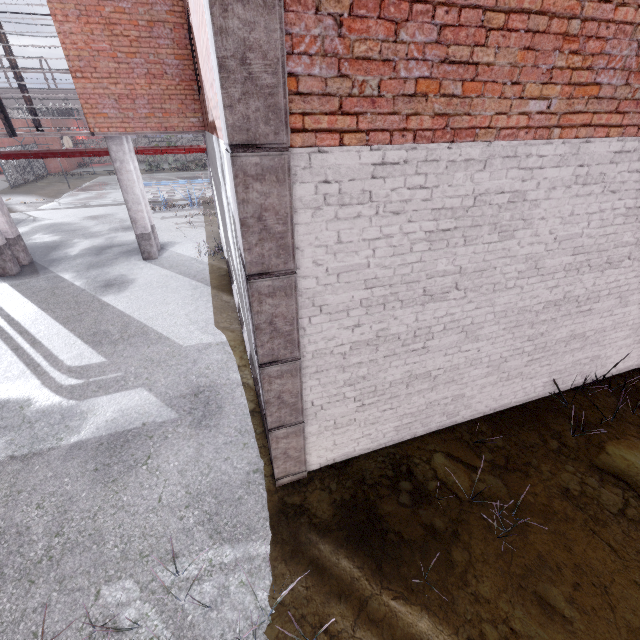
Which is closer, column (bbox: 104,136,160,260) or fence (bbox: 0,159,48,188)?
column (bbox: 104,136,160,260)

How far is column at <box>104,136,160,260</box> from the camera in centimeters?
1000cm

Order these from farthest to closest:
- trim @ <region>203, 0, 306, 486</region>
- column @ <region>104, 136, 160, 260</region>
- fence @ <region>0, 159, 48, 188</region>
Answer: fence @ <region>0, 159, 48, 188</region>
column @ <region>104, 136, 160, 260</region>
trim @ <region>203, 0, 306, 486</region>

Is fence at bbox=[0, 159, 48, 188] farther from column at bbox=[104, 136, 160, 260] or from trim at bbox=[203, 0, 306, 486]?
trim at bbox=[203, 0, 306, 486]

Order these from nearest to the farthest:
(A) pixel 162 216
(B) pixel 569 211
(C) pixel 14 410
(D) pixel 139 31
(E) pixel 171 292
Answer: (B) pixel 569 211 < (C) pixel 14 410 < (D) pixel 139 31 < (E) pixel 171 292 < (A) pixel 162 216

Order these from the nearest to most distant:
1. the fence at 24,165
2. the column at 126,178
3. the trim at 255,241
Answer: the trim at 255,241
the column at 126,178
the fence at 24,165

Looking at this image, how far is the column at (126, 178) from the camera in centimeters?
1000cm
